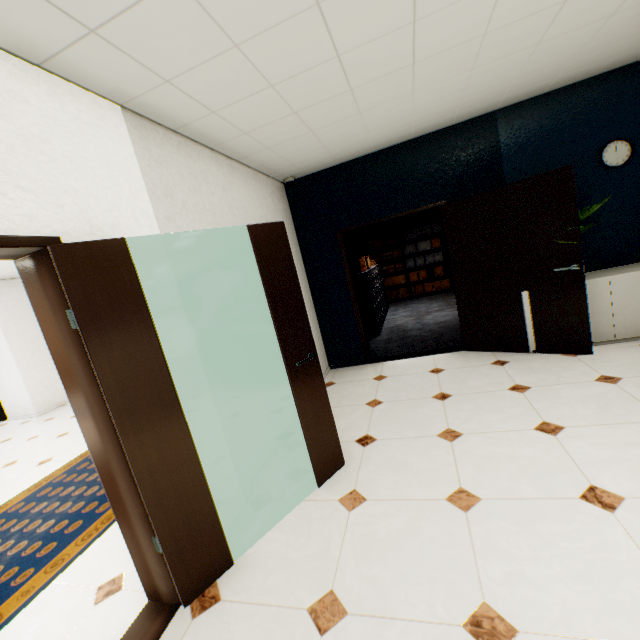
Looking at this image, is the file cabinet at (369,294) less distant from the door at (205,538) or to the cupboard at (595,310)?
the cupboard at (595,310)

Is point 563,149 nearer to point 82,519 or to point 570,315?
point 570,315

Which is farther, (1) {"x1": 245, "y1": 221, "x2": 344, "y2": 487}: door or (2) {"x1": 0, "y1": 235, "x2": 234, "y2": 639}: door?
(1) {"x1": 245, "y1": 221, "x2": 344, "y2": 487}: door

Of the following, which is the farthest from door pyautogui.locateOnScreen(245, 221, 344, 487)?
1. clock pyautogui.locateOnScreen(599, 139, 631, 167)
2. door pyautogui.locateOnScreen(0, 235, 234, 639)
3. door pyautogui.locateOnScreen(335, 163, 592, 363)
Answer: clock pyautogui.locateOnScreen(599, 139, 631, 167)

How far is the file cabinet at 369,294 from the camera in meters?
6.6 m

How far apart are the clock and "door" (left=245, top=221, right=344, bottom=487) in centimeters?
398cm

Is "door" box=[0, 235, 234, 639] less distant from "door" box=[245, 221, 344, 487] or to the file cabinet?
"door" box=[245, 221, 344, 487]

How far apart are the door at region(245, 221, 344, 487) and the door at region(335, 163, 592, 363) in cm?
245
